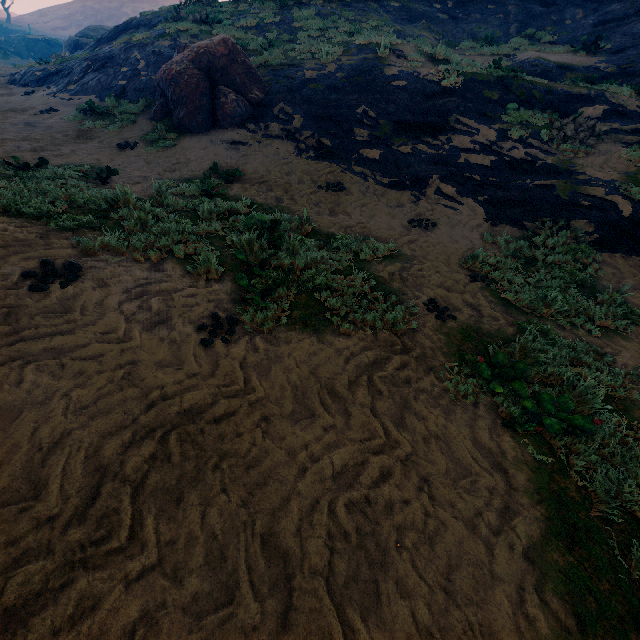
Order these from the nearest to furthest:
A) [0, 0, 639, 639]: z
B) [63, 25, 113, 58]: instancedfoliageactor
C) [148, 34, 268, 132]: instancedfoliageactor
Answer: [0, 0, 639, 639]: z, [148, 34, 268, 132]: instancedfoliageactor, [63, 25, 113, 58]: instancedfoliageactor

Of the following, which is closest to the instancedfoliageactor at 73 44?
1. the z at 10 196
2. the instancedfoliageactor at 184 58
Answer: the z at 10 196

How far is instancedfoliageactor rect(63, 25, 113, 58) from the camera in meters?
29.2

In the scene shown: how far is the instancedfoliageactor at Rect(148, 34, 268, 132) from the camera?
10.8 meters

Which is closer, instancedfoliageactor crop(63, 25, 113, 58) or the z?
the z

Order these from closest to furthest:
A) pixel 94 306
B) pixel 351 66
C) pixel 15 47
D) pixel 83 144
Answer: pixel 94 306
pixel 83 144
pixel 351 66
pixel 15 47

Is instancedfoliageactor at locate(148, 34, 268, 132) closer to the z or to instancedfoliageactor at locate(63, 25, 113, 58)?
the z
